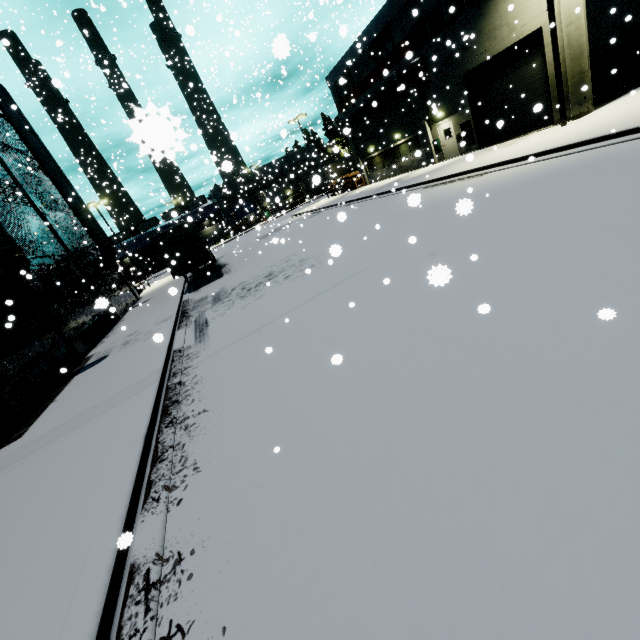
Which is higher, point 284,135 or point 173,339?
point 284,135

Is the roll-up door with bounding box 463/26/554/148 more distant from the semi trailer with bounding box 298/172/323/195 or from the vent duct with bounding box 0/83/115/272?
the semi trailer with bounding box 298/172/323/195

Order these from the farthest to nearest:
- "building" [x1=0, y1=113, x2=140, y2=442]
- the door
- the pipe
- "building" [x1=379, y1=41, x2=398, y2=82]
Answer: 1. "building" [x1=379, y1=41, x2=398, y2=82]
2. the door
3. the pipe
4. "building" [x1=0, y1=113, x2=140, y2=442]

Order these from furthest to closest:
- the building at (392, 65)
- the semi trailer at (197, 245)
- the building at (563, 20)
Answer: the building at (392, 65), the semi trailer at (197, 245), the building at (563, 20)

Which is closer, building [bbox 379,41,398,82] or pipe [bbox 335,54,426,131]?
pipe [bbox 335,54,426,131]

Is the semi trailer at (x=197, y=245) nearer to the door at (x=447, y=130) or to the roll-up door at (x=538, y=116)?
the roll-up door at (x=538, y=116)

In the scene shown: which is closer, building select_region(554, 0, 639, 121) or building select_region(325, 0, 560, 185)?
building select_region(554, 0, 639, 121)

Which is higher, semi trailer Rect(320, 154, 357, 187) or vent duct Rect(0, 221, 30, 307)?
vent duct Rect(0, 221, 30, 307)
